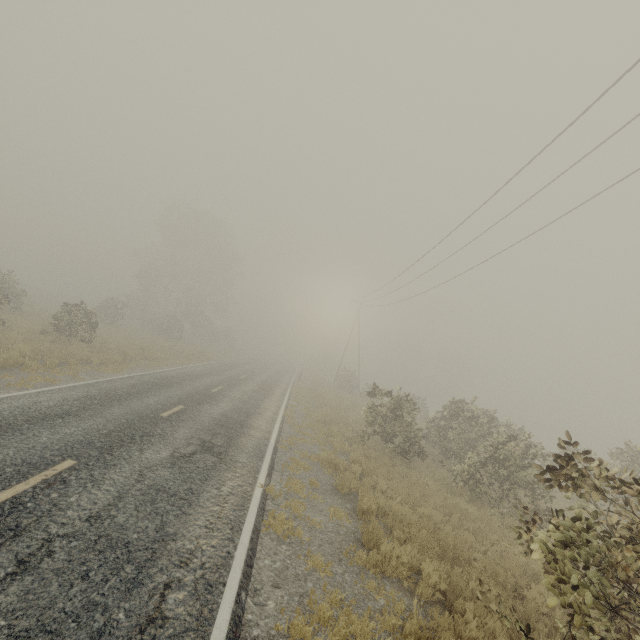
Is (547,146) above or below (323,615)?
above
